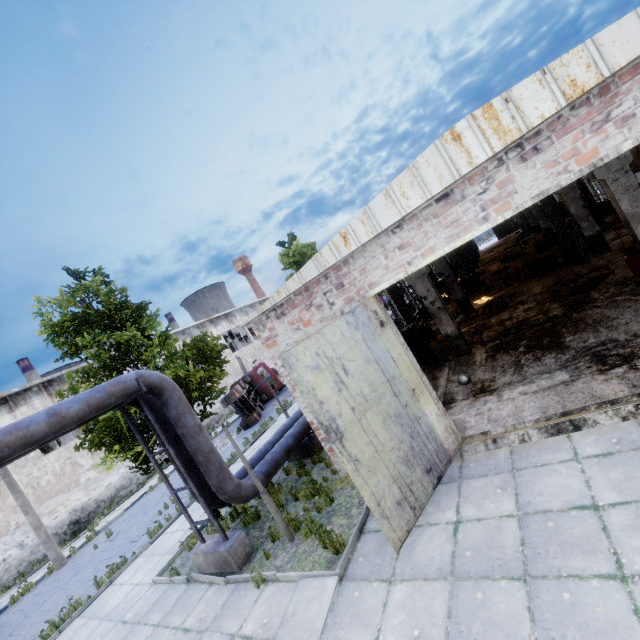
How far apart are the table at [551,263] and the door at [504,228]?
34.2 meters

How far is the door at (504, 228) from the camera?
45.5m

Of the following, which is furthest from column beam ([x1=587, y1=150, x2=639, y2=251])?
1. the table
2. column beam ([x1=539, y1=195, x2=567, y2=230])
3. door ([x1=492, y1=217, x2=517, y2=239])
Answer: door ([x1=492, y1=217, x2=517, y2=239])

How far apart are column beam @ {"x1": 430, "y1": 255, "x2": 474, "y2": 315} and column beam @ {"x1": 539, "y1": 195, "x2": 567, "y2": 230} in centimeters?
532cm

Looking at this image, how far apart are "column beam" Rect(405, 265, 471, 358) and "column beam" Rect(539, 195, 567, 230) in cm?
1132

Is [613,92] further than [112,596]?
No

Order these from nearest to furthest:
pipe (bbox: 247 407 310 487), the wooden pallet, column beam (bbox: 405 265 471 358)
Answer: pipe (bbox: 247 407 310 487), the wooden pallet, column beam (bbox: 405 265 471 358)

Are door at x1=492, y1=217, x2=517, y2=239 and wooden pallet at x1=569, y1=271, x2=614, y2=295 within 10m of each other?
no
